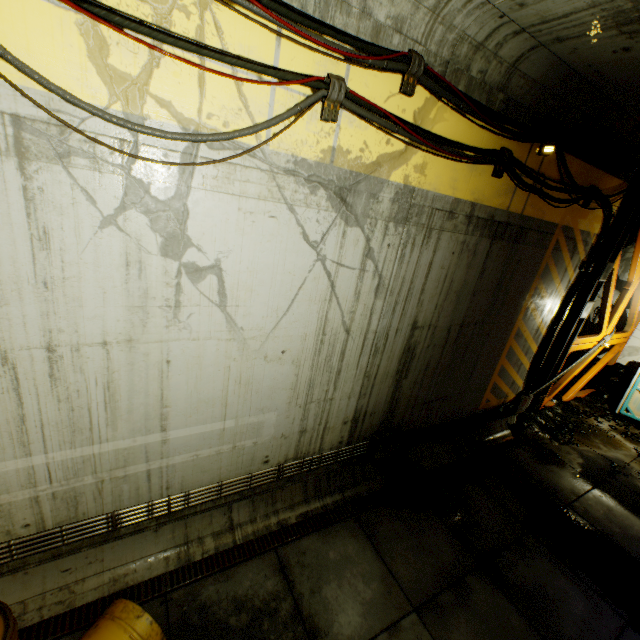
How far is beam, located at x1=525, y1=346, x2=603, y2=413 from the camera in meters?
9.4 m

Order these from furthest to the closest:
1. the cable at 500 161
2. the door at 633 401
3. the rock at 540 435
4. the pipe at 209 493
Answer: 1. the door at 633 401
2. the rock at 540 435
3. the pipe at 209 493
4. the cable at 500 161

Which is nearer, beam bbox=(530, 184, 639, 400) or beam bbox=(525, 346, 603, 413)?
beam bbox=(530, 184, 639, 400)

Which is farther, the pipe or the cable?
the pipe

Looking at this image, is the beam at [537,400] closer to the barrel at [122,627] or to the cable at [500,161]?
the cable at [500,161]

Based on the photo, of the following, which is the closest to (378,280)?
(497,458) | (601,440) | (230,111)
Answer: (230,111)

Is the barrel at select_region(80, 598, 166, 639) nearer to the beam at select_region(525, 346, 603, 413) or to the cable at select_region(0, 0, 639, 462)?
the cable at select_region(0, 0, 639, 462)

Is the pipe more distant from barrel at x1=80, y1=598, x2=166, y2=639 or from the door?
the door
